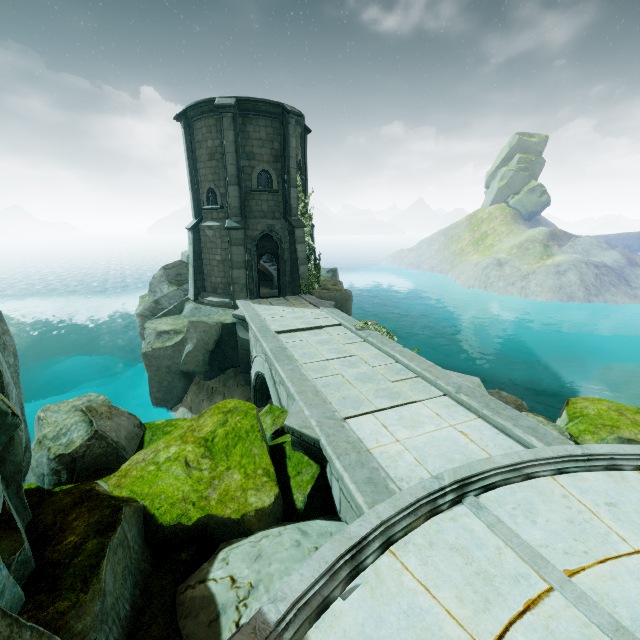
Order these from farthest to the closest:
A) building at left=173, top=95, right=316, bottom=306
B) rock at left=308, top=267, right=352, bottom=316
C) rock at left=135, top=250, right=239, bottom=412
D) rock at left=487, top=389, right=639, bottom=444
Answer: rock at left=308, top=267, right=352, bottom=316
building at left=173, top=95, right=316, bottom=306
rock at left=135, top=250, right=239, bottom=412
rock at left=487, top=389, right=639, bottom=444

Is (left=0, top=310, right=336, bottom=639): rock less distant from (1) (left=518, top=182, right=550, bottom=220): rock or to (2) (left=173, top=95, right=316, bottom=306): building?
(2) (left=173, top=95, right=316, bottom=306): building

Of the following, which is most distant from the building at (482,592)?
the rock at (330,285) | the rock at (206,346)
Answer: the rock at (330,285)

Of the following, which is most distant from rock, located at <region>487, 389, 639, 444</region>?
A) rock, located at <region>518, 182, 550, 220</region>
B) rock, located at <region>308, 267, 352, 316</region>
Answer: rock, located at <region>518, 182, 550, 220</region>

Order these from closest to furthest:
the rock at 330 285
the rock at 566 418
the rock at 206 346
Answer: the rock at 566 418 < the rock at 206 346 < the rock at 330 285

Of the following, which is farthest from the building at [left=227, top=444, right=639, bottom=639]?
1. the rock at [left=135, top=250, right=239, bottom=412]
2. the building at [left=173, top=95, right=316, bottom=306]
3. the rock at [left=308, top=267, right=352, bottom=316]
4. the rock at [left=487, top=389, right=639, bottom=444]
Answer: the building at [left=173, top=95, right=316, bottom=306]

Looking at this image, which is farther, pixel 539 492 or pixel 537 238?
pixel 537 238

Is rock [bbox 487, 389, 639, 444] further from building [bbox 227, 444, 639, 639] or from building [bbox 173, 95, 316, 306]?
building [bbox 173, 95, 316, 306]
